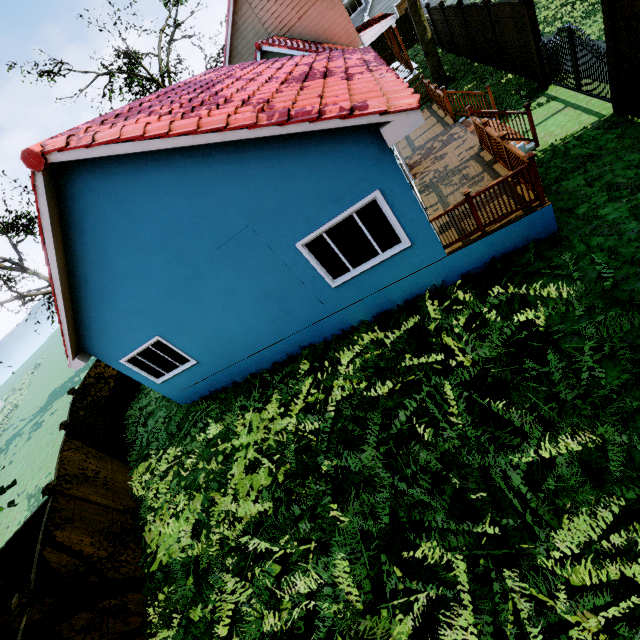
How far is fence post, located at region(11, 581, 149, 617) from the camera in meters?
5.5

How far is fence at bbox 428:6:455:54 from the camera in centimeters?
1708cm

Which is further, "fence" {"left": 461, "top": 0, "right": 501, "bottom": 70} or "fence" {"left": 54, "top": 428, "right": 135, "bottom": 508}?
"fence" {"left": 461, "top": 0, "right": 501, "bottom": 70}

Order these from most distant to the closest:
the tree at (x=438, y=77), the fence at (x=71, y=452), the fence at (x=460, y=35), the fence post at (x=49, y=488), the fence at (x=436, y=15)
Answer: the fence at (x=436, y=15) → the fence at (x=460, y=35) → the tree at (x=438, y=77) → the fence at (x=71, y=452) → the fence post at (x=49, y=488)

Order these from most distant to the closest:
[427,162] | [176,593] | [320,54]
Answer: [320,54] → [427,162] → [176,593]

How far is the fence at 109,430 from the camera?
11.7m

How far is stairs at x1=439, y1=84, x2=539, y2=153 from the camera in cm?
804

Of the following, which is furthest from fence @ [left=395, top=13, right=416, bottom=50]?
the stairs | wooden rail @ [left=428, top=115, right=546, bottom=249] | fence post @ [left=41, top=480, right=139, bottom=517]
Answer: wooden rail @ [left=428, top=115, right=546, bottom=249]
